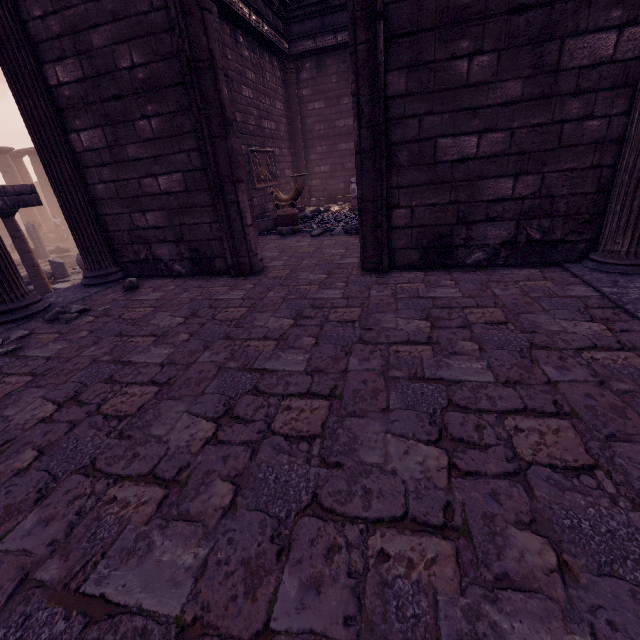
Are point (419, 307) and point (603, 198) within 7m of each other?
yes

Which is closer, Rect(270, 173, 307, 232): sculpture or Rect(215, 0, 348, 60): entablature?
Rect(270, 173, 307, 232): sculpture

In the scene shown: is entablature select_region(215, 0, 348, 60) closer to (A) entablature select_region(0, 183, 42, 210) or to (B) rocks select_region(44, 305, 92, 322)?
(B) rocks select_region(44, 305, 92, 322)

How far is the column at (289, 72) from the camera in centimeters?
1116cm

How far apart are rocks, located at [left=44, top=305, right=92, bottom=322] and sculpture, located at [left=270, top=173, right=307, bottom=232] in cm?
470

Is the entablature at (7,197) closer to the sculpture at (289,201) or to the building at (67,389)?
the building at (67,389)

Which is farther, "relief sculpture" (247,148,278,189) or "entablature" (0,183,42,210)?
"relief sculpture" (247,148,278,189)

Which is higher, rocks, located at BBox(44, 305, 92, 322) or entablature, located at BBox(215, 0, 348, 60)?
entablature, located at BBox(215, 0, 348, 60)
